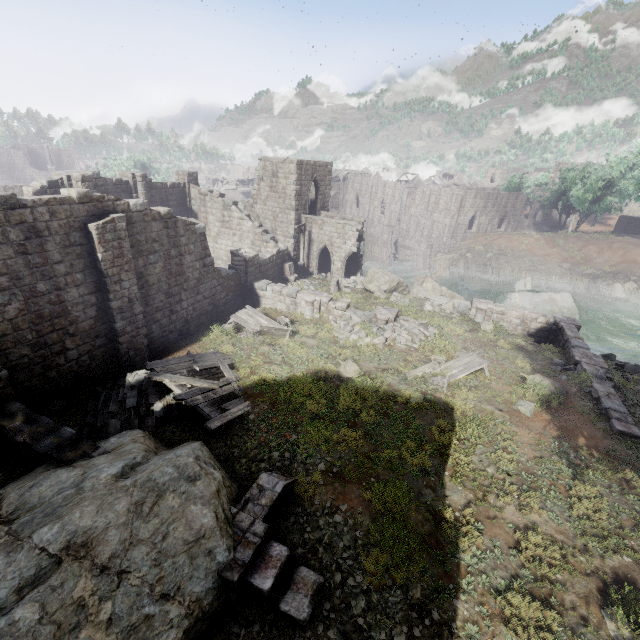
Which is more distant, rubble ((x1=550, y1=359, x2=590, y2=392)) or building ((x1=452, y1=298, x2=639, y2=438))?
rubble ((x1=550, y1=359, x2=590, y2=392))

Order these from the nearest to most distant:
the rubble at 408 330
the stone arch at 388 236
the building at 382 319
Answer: the rubble at 408 330 → the building at 382 319 → the stone arch at 388 236

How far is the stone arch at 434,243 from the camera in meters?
46.7 m

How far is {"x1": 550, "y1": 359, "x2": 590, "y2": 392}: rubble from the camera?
13.8 meters

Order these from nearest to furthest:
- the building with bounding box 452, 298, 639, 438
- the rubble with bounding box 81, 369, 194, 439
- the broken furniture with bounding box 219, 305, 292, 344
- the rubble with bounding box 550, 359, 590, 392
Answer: the rubble with bounding box 81, 369, 194, 439 < the building with bounding box 452, 298, 639, 438 < the rubble with bounding box 550, 359, 590, 392 < the broken furniture with bounding box 219, 305, 292, 344

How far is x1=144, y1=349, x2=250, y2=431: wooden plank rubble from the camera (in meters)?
11.21

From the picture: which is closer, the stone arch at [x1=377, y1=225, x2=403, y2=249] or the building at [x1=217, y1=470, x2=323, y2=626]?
the building at [x1=217, y1=470, x2=323, y2=626]

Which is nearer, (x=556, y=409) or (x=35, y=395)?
(x=35, y=395)
